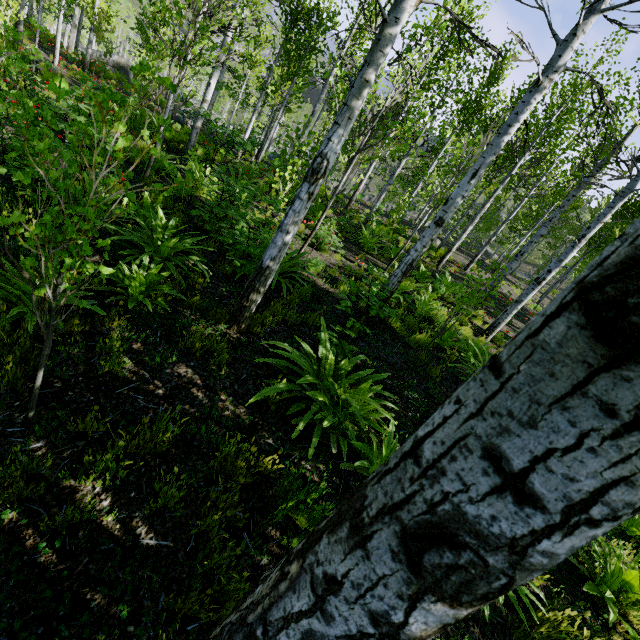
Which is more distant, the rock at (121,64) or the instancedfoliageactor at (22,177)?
the rock at (121,64)

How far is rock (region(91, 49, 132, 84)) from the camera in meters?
29.1

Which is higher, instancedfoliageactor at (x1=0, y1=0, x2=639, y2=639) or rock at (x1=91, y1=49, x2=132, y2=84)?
instancedfoliageactor at (x1=0, y1=0, x2=639, y2=639)

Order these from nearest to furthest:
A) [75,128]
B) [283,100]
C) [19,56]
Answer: [75,128]
[19,56]
[283,100]

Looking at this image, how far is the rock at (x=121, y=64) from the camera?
29.1m

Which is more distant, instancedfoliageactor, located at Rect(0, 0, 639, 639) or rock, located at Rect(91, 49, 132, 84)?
rock, located at Rect(91, 49, 132, 84)
